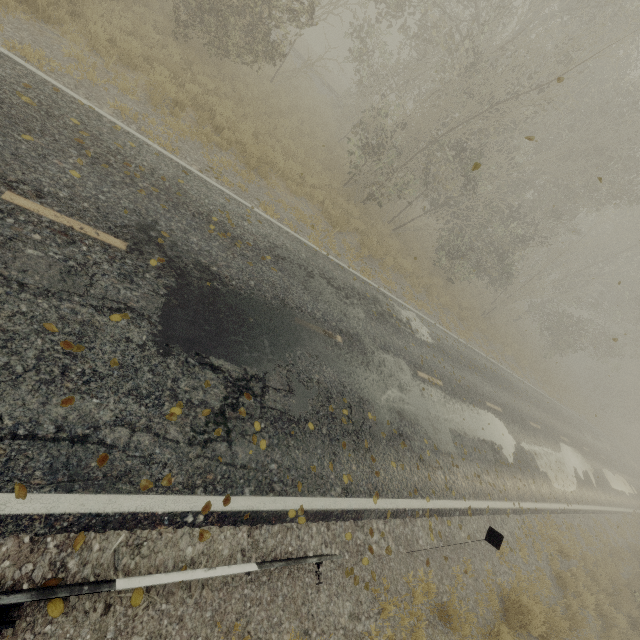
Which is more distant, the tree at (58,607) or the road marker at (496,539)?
the road marker at (496,539)

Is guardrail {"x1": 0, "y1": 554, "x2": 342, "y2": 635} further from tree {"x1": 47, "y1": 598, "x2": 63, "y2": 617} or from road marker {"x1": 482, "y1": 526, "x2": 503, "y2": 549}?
tree {"x1": 47, "y1": 598, "x2": 63, "y2": 617}

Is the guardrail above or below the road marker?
below

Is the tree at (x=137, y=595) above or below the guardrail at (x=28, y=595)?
below

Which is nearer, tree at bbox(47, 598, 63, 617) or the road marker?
tree at bbox(47, 598, 63, 617)

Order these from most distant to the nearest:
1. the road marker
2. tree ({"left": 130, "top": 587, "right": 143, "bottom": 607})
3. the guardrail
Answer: the road marker → tree ({"left": 130, "top": 587, "right": 143, "bottom": 607}) → the guardrail

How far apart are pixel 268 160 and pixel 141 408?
9.3m

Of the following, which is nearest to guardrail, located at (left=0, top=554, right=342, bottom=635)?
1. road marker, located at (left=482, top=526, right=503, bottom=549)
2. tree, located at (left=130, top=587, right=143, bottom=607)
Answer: road marker, located at (left=482, top=526, right=503, bottom=549)
